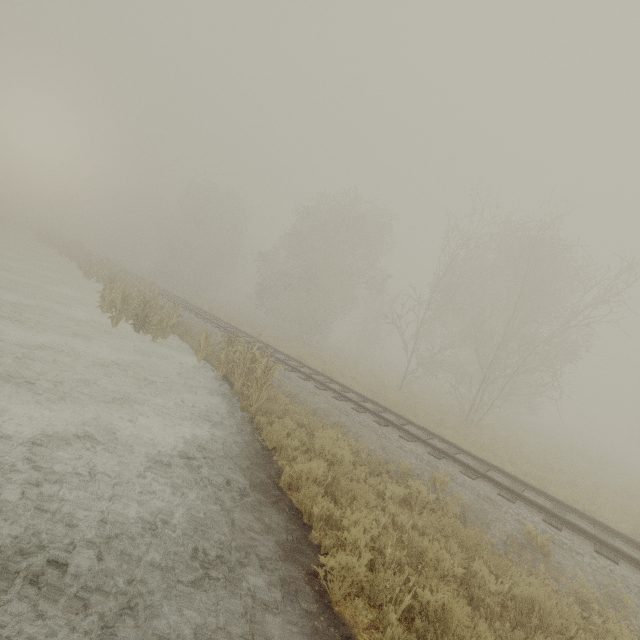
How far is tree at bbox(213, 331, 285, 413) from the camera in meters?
9.6

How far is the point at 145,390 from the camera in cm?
896

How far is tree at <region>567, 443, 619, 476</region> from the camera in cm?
1867

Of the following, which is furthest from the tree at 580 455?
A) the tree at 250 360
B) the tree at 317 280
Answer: the tree at 250 360

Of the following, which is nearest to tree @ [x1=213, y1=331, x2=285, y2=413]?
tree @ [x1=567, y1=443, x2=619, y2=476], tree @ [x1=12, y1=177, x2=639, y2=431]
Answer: tree @ [x1=567, y1=443, x2=619, y2=476]

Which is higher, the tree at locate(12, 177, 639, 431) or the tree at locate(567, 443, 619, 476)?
the tree at locate(12, 177, 639, 431)

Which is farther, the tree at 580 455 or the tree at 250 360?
the tree at 580 455
